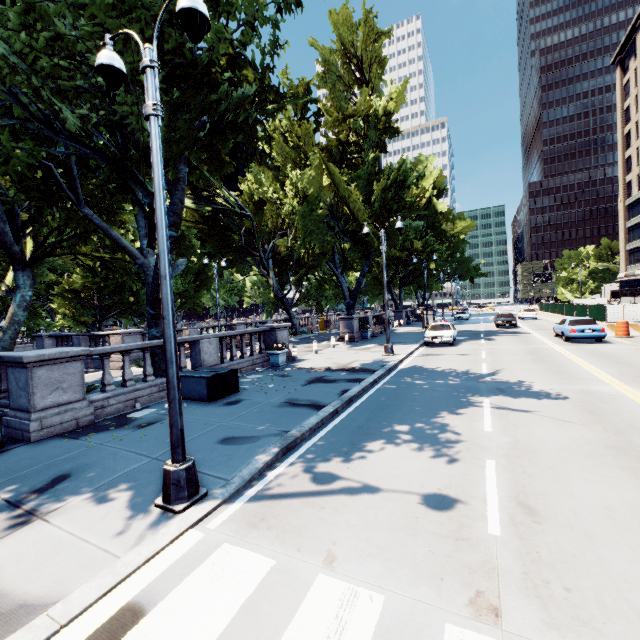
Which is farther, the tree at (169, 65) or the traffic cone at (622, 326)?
the traffic cone at (622, 326)

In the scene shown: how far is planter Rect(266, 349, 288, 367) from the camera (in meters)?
15.75

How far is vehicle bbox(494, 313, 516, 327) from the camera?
31.2m

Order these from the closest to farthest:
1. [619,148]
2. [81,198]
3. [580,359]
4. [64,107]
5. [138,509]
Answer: [138,509]
[64,107]
[81,198]
[580,359]
[619,148]

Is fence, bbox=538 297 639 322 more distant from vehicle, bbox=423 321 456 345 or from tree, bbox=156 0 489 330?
tree, bbox=156 0 489 330

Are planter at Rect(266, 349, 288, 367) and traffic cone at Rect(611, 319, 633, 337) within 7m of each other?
no

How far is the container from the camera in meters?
10.3

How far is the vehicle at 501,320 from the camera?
31.2 meters
